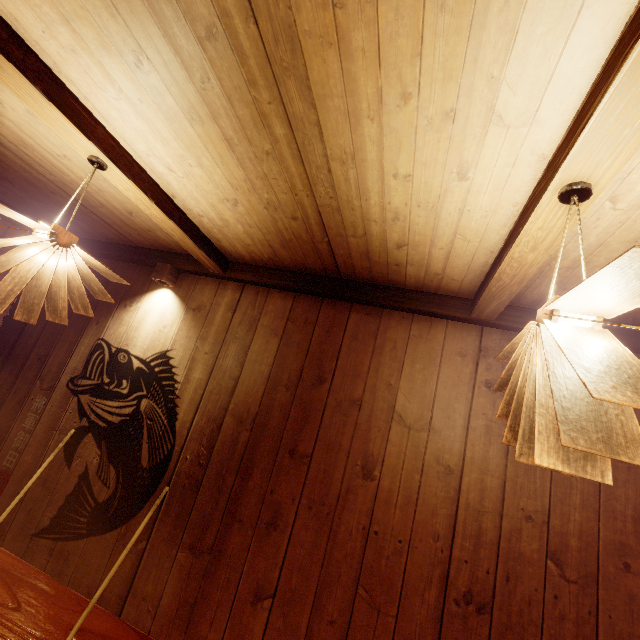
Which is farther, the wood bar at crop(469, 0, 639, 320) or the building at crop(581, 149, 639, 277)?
the building at crop(581, 149, 639, 277)

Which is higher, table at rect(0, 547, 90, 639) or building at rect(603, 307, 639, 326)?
building at rect(603, 307, 639, 326)

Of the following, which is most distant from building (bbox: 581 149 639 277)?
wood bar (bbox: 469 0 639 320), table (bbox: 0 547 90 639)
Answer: table (bbox: 0 547 90 639)

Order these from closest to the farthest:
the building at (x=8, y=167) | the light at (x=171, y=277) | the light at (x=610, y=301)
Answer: the light at (x=610, y=301) < the building at (x=8, y=167) < the light at (x=171, y=277)

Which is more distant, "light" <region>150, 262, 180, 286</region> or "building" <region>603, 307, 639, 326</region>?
"light" <region>150, 262, 180, 286</region>

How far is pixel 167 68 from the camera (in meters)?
2.04

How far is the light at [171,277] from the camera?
4.8 meters

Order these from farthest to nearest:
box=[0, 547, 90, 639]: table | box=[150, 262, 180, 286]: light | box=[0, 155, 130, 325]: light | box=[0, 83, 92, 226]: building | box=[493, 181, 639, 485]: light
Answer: box=[150, 262, 180, 286]: light < box=[0, 83, 92, 226]: building < box=[0, 155, 130, 325]: light < box=[0, 547, 90, 639]: table < box=[493, 181, 639, 485]: light
